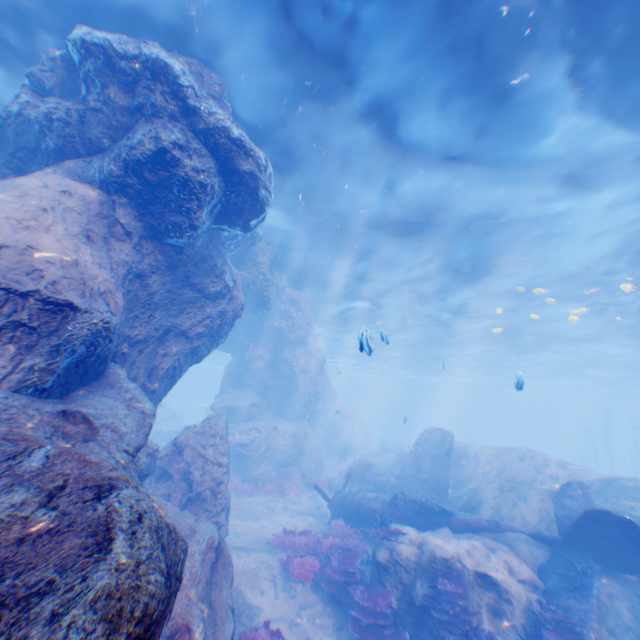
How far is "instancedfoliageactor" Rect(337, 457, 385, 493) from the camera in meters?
18.3

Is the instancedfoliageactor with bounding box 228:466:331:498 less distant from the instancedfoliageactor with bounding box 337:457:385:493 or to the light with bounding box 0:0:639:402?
the light with bounding box 0:0:639:402

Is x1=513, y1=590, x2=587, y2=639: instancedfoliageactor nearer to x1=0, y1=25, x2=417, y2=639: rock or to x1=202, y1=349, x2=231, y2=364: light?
x1=0, y1=25, x2=417, y2=639: rock

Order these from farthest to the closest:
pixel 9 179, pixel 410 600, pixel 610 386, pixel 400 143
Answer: pixel 610 386 → pixel 400 143 → pixel 410 600 → pixel 9 179

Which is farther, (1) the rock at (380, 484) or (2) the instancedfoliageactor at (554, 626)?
(1) the rock at (380, 484)

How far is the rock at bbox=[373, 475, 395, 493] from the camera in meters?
17.0 m

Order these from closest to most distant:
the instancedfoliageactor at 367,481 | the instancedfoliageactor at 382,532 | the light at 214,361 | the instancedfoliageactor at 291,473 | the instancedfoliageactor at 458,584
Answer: the instancedfoliageactor at 458,584
the instancedfoliageactor at 382,532
the instancedfoliageactor at 291,473
the instancedfoliageactor at 367,481
the light at 214,361

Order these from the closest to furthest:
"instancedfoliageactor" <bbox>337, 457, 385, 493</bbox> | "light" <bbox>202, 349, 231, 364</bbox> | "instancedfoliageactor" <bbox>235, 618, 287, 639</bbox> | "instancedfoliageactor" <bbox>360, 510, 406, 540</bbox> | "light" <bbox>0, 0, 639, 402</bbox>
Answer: "instancedfoliageactor" <bbox>235, 618, 287, 639</bbox> → "light" <bbox>0, 0, 639, 402</bbox> → "instancedfoliageactor" <bbox>360, 510, 406, 540</bbox> → "instancedfoliageactor" <bbox>337, 457, 385, 493</bbox> → "light" <bbox>202, 349, 231, 364</bbox>
